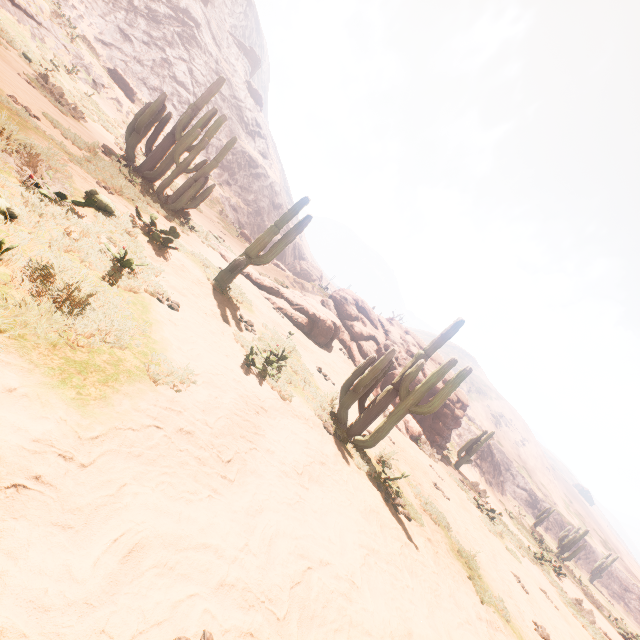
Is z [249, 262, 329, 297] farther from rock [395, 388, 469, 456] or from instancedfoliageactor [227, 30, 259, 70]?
rock [395, 388, 469, 456]

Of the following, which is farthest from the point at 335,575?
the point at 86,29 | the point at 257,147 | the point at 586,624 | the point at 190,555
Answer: the point at 257,147

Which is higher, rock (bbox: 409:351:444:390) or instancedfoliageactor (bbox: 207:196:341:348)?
rock (bbox: 409:351:444:390)

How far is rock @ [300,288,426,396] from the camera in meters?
18.7 m

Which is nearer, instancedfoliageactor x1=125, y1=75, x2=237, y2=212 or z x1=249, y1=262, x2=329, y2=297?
instancedfoliageactor x1=125, y1=75, x2=237, y2=212

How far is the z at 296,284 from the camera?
21.31m

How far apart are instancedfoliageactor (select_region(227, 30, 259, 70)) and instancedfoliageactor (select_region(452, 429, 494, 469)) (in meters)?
69.99

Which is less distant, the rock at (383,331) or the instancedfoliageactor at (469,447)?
the rock at (383,331)
